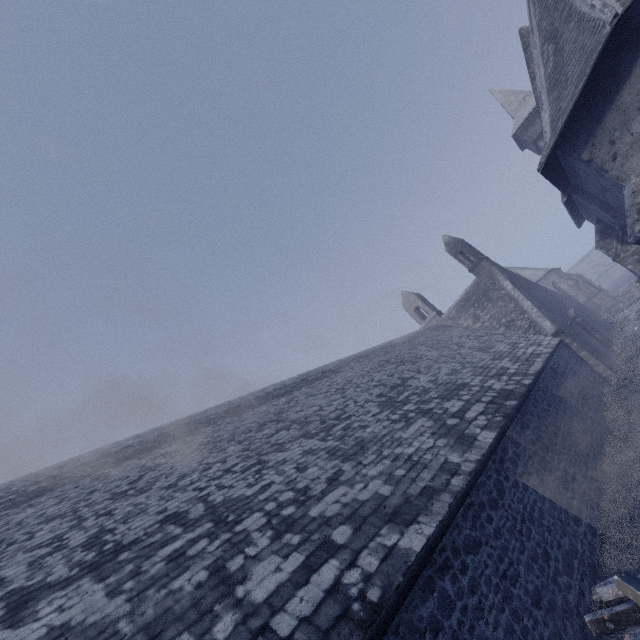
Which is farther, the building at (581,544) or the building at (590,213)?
the building at (590,213)

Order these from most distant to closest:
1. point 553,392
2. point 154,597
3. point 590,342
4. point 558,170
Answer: point 590,342 < point 558,170 < point 553,392 < point 154,597

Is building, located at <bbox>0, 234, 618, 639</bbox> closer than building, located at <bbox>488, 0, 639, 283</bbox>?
Yes
